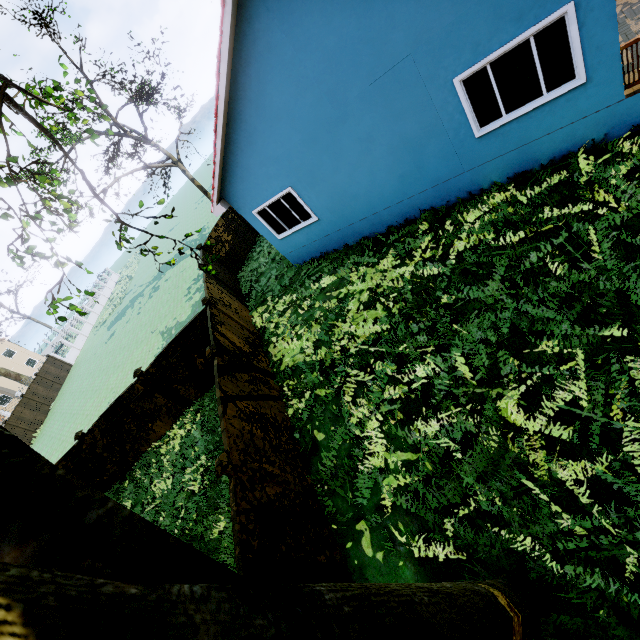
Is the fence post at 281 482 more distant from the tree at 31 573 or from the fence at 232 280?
the tree at 31 573

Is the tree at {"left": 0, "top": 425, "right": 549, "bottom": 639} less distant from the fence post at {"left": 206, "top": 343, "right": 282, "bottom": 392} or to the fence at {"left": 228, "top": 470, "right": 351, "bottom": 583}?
the fence at {"left": 228, "top": 470, "right": 351, "bottom": 583}

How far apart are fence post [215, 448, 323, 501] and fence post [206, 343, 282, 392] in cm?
296

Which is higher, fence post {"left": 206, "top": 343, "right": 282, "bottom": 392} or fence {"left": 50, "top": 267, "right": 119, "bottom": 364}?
fence post {"left": 206, "top": 343, "right": 282, "bottom": 392}

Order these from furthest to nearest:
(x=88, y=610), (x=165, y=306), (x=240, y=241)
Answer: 1. (x=165, y=306)
2. (x=240, y=241)
3. (x=88, y=610)

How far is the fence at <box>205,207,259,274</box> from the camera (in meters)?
16.36

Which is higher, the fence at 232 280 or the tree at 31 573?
the tree at 31 573

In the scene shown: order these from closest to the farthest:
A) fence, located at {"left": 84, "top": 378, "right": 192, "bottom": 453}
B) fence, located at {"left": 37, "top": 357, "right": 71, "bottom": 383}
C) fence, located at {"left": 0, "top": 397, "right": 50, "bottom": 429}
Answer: fence, located at {"left": 84, "top": 378, "right": 192, "bottom": 453} → fence, located at {"left": 0, "top": 397, "right": 50, "bottom": 429} → fence, located at {"left": 37, "top": 357, "right": 71, "bottom": 383}
